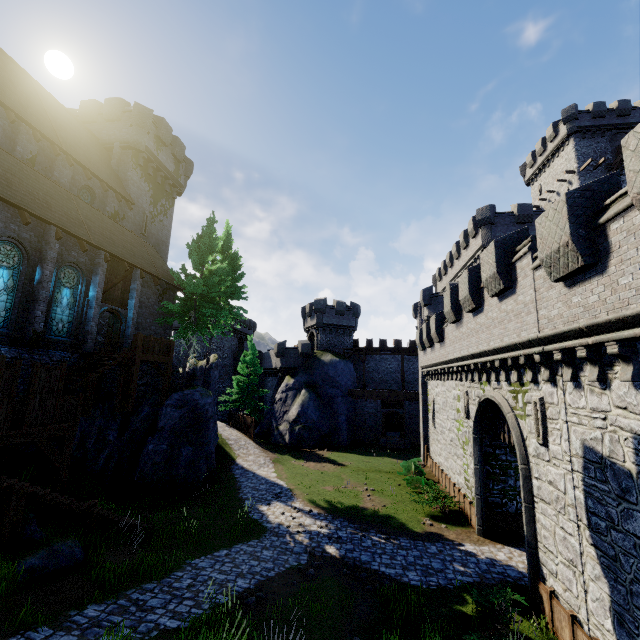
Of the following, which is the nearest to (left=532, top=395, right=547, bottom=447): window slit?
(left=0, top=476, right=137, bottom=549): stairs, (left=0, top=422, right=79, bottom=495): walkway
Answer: (left=0, top=422, right=79, bottom=495): walkway

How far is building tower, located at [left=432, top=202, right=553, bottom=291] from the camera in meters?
29.7

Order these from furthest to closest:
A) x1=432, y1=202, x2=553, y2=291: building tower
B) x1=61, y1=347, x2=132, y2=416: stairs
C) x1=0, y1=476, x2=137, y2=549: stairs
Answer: x1=432, y1=202, x2=553, y2=291: building tower
x1=61, y1=347, x2=132, y2=416: stairs
x1=0, y1=476, x2=137, y2=549: stairs

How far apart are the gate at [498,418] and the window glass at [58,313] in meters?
21.6 m

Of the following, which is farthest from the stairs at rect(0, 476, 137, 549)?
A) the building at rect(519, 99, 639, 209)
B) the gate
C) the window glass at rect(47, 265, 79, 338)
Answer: the building at rect(519, 99, 639, 209)

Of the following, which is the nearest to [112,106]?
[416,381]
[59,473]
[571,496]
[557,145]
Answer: [59,473]

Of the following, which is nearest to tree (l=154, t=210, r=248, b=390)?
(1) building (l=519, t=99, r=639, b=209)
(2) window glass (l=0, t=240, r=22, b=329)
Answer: (2) window glass (l=0, t=240, r=22, b=329)

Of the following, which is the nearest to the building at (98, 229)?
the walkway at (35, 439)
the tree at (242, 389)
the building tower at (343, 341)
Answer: the walkway at (35, 439)
